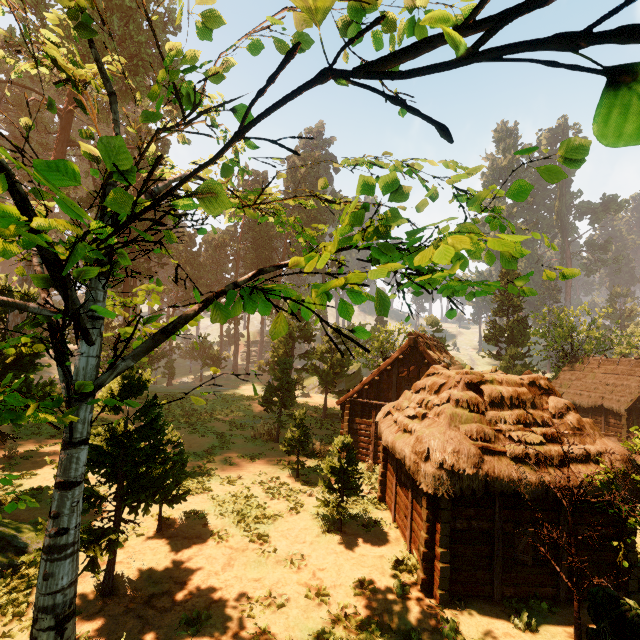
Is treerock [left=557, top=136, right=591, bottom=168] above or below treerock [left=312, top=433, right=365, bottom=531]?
above

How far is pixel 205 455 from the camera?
19.69m

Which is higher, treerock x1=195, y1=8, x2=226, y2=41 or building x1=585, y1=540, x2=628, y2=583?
treerock x1=195, y1=8, x2=226, y2=41

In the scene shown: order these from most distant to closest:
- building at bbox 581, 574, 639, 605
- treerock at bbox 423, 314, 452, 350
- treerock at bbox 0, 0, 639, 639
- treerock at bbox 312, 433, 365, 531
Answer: treerock at bbox 423, 314, 452, 350 → treerock at bbox 312, 433, 365, 531 → building at bbox 581, 574, 639, 605 → treerock at bbox 0, 0, 639, 639

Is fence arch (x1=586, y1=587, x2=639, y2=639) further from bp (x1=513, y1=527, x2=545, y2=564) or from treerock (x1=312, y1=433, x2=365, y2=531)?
bp (x1=513, y1=527, x2=545, y2=564)

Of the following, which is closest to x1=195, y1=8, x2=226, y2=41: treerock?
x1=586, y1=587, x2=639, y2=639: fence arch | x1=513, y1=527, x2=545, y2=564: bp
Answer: x1=586, y1=587, x2=639, y2=639: fence arch

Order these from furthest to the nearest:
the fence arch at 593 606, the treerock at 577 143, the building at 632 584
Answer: the building at 632 584, the fence arch at 593 606, the treerock at 577 143

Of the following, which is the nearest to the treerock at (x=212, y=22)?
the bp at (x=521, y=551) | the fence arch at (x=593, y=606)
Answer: the fence arch at (x=593, y=606)
